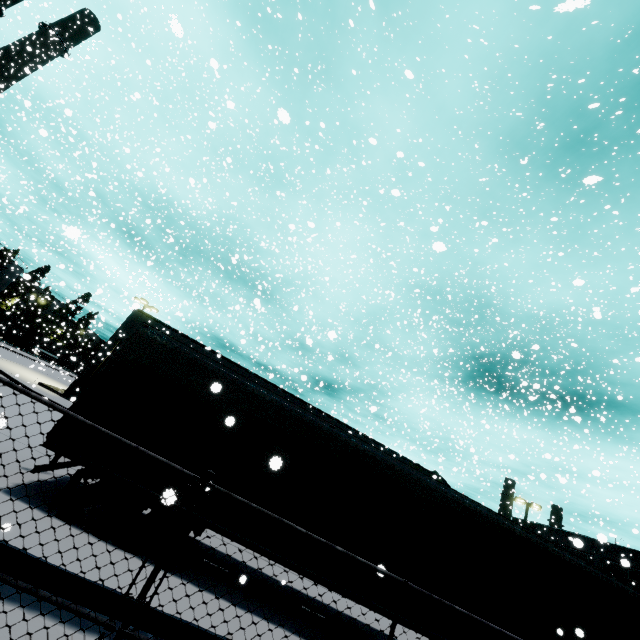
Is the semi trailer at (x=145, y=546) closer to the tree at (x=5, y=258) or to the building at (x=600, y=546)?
the building at (x=600, y=546)

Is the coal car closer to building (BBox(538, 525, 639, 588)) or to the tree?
building (BBox(538, 525, 639, 588))

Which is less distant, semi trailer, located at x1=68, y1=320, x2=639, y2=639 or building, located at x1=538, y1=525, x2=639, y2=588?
semi trailer, located at x1=68, y1=320, x2=639, y2=639

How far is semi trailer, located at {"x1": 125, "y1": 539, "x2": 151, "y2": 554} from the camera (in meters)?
5.73

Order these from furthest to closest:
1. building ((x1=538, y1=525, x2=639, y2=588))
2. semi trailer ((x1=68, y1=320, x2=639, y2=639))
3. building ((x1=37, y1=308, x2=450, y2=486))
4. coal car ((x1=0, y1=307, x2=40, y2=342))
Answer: coal car ((x1=0, y1=307, x2=40, y2=342)), building ((x1=538, y1=525, x2=639, y2=588)), building ((x1=37, y1=308, x2=450, y2=486)), semi trailer ((x1=68, y1=320, x2=639, y2=639))

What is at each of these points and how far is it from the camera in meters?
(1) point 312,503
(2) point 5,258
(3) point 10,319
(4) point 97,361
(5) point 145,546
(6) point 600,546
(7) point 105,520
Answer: (1) semi trailer, 6.8 m
(2) tree, 58.0 m
(3) coal car, 51.1 m
(4) building, 23.6 m
(5) semi trailer, 6.0 m
(6) building, 50.7 m
(7) semi trailer, 5.8 m

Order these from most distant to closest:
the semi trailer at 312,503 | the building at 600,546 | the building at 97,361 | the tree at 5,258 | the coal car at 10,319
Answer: the coal car at 10,319 < the building at 600,546 < the tree at 5,258 < the building at 97,361 < the semi trailer at 312,503
